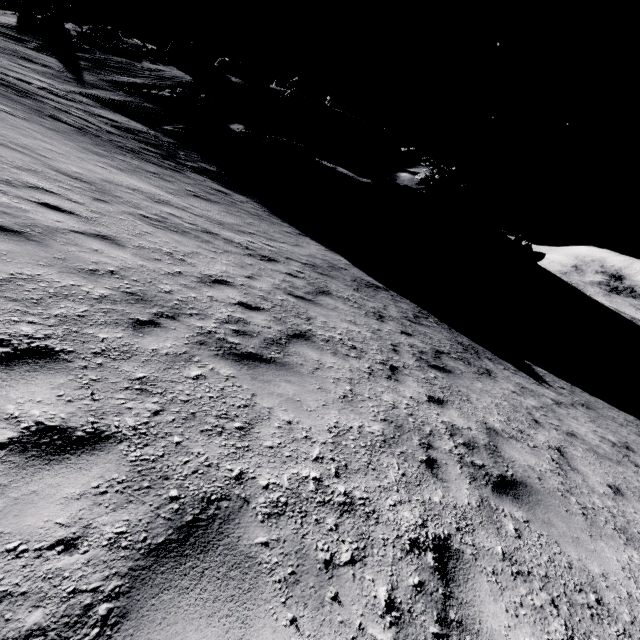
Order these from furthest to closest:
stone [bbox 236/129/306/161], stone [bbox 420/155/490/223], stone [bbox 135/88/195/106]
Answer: stone [bbox 420/155/490/223], stone [bbox 135/88/195/106], stone [bbox 236/129/306/161]

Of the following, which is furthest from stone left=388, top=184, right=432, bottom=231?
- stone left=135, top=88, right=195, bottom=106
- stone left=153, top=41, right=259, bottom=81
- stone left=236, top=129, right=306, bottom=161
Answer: stone left=153, top=41, right=259, bottom=81

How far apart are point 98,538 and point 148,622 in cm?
54

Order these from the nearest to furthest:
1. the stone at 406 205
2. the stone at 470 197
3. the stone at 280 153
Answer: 1. the stone at 280 153
2. the stone at 406 205
3. the stone at 470 197

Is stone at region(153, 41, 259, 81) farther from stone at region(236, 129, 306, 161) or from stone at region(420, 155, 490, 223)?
stone at region(420, 155, 490, 223)

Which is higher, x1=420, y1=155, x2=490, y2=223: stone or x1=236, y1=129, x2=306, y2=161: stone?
x1=420, y1=155, x2=490, y2=223: stone

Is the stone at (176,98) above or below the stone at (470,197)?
below

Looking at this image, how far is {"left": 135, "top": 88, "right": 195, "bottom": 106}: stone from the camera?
25.5 meters
